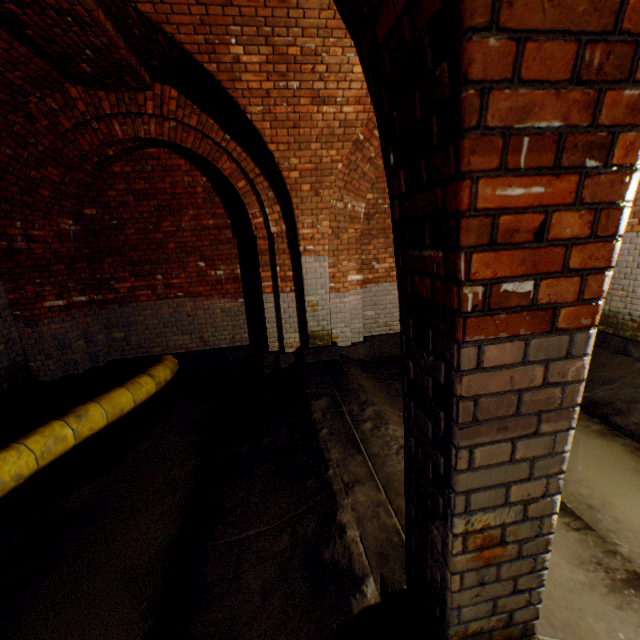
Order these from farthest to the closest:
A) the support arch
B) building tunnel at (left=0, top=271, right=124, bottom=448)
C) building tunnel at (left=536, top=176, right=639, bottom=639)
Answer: building tunnel at (left=0, top=271, right=124, bottom=448) → building tunnel at (left=536, top=176, right=639, bottom=639) → the support arch

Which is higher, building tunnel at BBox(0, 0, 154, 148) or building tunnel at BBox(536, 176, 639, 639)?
building tunnel at BBox(0, 0, 154, 148)

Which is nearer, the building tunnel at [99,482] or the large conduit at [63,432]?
the building tunnel at [99,482]

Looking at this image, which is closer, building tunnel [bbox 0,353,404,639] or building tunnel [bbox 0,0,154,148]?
building tunnel [bbox 0,353,404,639]

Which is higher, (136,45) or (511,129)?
(136,45)

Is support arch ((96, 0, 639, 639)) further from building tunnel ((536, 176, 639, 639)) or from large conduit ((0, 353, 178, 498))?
large conduit ((0, 353, 178, 498))

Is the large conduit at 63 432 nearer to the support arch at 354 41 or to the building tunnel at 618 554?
the building tunnel at 618 554
